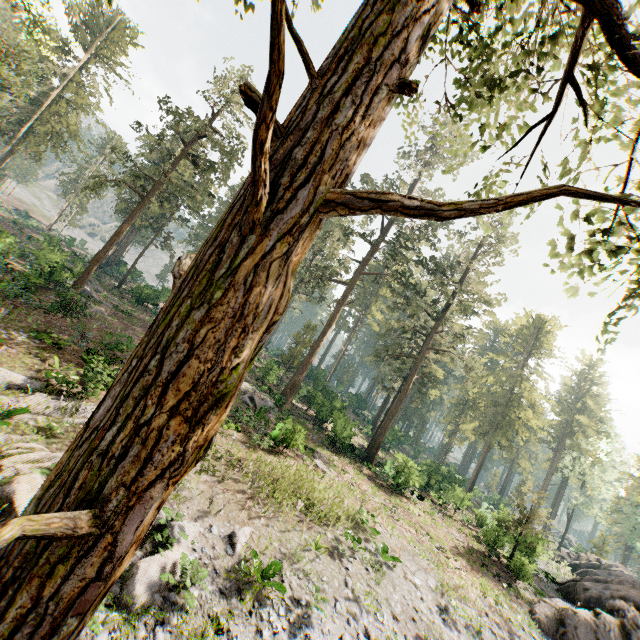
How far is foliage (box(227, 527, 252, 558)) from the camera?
10.52m

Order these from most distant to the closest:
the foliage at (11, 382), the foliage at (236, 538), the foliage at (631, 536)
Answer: the foliage at (631, 536) → the foliage at (11, 382) → the foliage at (236, 538)

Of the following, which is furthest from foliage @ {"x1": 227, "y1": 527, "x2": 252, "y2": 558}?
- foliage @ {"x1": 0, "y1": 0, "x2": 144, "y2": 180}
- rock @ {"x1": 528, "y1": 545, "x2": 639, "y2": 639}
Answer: rock @ {"x1": 528, "y1": 545, "x2": 639, "y2": 639}

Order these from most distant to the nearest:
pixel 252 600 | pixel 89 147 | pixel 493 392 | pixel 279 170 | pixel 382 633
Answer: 1. pixel 89 147
2. pixel 493 392
3. pixel 382 633
4. pixel 252 600
5. pixel 279 170

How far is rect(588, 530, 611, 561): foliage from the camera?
46.5m

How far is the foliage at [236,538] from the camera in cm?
1052
